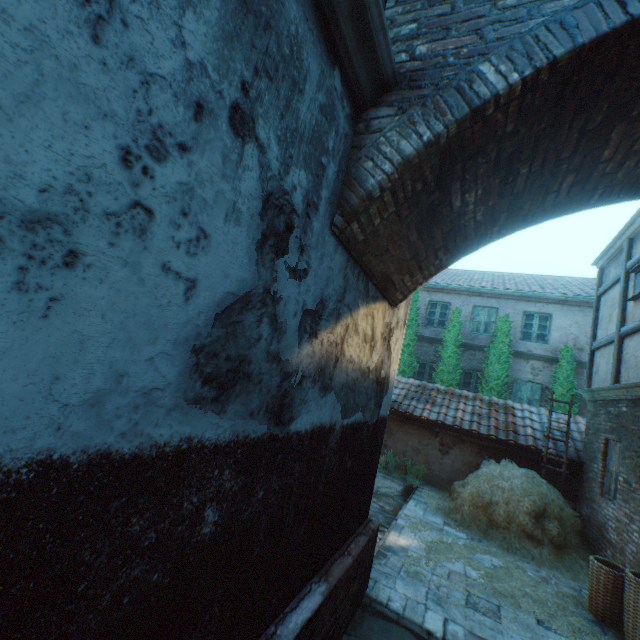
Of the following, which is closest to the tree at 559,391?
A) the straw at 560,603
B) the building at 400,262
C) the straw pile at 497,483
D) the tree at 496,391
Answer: the tree at 496,391

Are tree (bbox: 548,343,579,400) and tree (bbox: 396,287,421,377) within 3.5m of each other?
no

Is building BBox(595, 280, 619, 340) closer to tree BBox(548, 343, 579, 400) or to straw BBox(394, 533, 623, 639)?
straw BBox(394, 533, 623, 639)

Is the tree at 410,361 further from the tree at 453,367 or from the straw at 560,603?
the straw at 560,603

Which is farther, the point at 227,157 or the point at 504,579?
the point at 504,579

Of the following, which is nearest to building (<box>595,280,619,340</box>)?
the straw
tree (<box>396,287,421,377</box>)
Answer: the straw

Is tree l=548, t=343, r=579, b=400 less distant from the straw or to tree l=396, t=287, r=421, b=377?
tree l=396, t=287, r=421, b=377

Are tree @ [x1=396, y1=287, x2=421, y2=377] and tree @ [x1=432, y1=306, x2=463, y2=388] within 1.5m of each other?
yes
